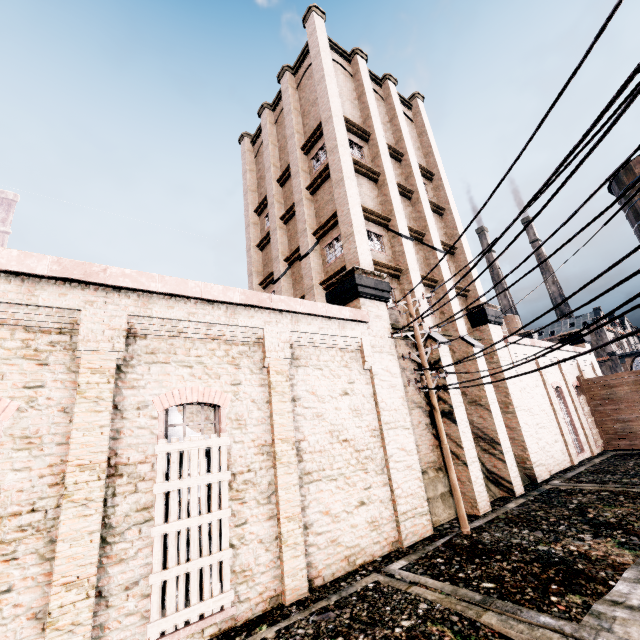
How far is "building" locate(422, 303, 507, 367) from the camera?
15.1 meters

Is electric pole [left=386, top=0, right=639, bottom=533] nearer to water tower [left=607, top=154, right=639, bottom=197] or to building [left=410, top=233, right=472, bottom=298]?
building [left=410, top=233, right=472, bottom=298]

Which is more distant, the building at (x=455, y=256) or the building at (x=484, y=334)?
the building at (x=455, y=256)

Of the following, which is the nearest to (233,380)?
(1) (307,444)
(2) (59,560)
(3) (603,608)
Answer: (1) (307,444)

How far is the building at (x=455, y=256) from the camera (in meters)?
17.01

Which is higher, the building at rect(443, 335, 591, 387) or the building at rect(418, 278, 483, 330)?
the building at rect(418, 278, 483, 330)
